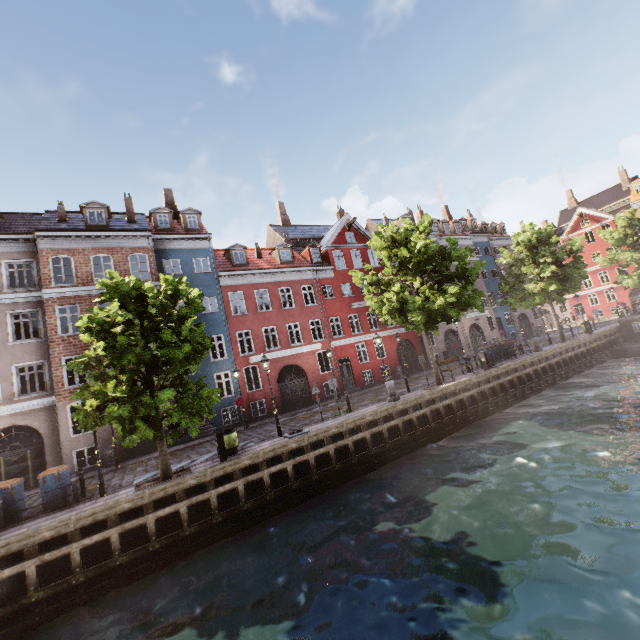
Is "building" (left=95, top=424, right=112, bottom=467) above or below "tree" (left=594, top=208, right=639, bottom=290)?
below

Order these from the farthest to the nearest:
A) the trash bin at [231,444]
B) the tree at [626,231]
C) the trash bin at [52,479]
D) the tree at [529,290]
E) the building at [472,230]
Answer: the building at [472,230] → the tree at [626,231] → the tree at [529,290] → the trash bin at [231,444] → the trash bin at [52,479]

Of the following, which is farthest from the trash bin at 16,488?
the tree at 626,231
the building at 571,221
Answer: the building at 571,221

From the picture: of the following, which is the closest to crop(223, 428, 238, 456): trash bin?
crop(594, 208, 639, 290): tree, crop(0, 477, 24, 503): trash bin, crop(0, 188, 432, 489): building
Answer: crop(594, 208, 639, 290): tree

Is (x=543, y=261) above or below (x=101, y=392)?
above

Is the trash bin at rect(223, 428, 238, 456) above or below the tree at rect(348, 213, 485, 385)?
below

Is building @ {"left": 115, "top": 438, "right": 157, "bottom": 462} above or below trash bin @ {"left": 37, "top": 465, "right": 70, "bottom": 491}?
below

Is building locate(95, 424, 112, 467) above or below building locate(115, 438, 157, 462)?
above
